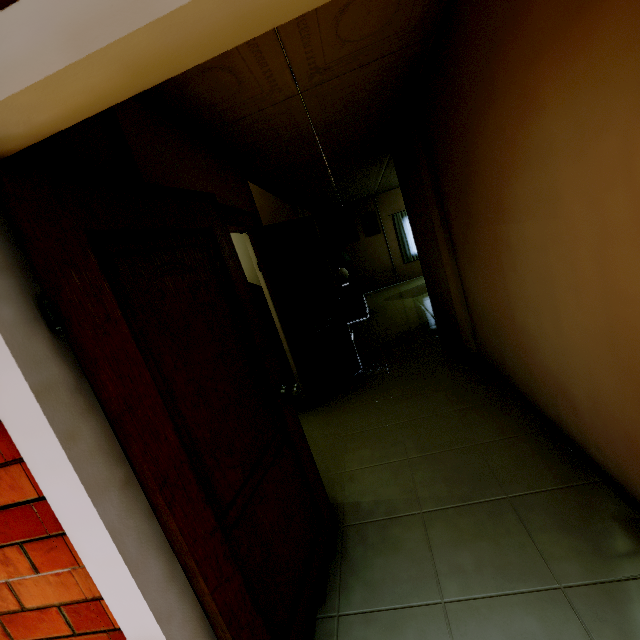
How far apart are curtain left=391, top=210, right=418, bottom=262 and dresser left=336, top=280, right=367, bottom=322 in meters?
3.0 m

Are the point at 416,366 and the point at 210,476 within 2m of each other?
no

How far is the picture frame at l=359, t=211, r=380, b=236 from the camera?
9.98m

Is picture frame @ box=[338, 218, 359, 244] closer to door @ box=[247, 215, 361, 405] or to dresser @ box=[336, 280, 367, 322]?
dresser @ box=[336, 280, 367, 322]

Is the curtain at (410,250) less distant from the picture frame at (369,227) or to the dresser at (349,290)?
the picture frame at (369,227)

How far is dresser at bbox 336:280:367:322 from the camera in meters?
7.1

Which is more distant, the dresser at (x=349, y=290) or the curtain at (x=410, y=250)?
the curtain at (x=410, y=250)

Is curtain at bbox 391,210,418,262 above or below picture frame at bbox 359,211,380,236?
below
